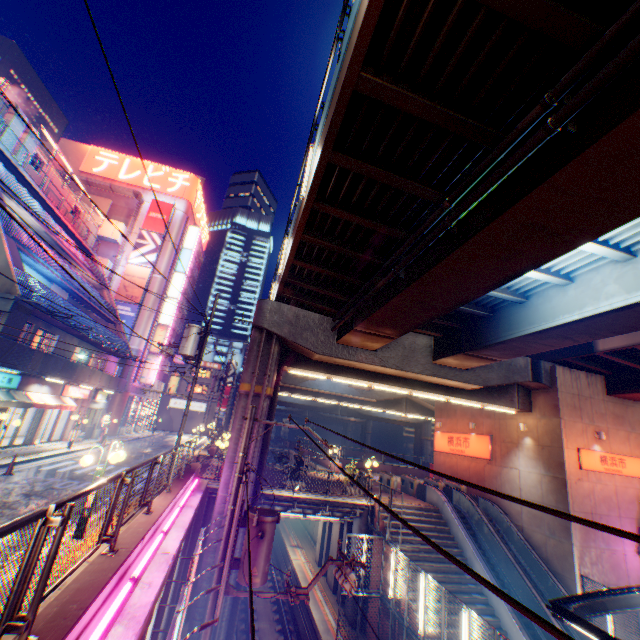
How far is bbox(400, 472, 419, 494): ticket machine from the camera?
22.30m

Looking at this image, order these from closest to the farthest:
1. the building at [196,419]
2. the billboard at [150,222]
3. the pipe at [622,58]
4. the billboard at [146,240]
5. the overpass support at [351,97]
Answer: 1. the pipe at [622,58]
2. the overpass support at [351,97]
3. the billboard at [146,240]
4. the billboard at [150,222]
5. the building at [196,419]

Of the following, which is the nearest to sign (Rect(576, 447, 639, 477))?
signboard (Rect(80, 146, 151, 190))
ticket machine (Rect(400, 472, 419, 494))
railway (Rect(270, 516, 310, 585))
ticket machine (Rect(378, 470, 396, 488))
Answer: ticket machine (Rect(400, 472, 419, 494))

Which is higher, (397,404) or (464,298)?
(464,298)

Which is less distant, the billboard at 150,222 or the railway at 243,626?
the railway at 243,626

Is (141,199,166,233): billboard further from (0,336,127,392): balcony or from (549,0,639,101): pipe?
(549,0,639,101): pipe

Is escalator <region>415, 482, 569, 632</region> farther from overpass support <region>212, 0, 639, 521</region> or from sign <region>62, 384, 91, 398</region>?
sign <region>62, 384, 91, 398</region>

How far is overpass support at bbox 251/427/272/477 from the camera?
14.4 meters
